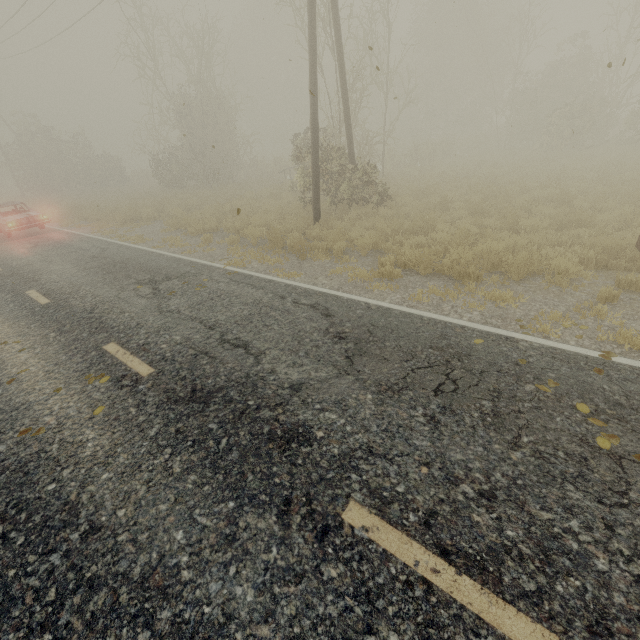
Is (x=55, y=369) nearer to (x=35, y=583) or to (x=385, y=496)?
(x=35, y=583)
